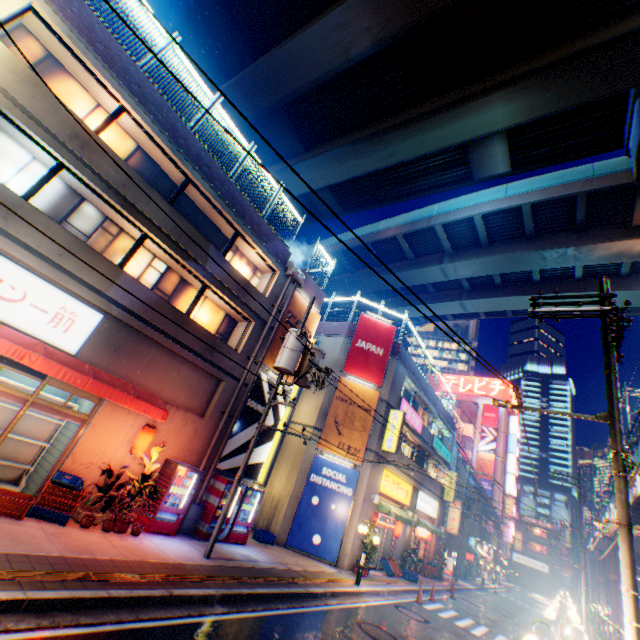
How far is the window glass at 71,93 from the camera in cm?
926

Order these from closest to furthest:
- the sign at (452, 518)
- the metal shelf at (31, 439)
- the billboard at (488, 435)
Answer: the metal shelf at (31, 439)
the sign at (452, 518)
the billboard at (488, 435)

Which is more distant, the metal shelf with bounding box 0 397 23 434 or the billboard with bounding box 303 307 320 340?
the billboard with bounding box 303 307 320 340

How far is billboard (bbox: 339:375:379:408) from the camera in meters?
19.1

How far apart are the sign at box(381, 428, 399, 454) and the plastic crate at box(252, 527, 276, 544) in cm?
716

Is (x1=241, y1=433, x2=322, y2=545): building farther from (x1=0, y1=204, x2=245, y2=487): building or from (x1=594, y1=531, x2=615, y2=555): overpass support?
(x1=594, y1=531, x2=615, y2=555): overpass support

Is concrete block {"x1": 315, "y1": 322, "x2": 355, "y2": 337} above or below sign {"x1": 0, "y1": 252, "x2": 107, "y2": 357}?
above

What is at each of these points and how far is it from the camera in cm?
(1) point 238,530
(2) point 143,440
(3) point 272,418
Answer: (1) vending machine, 1279
(2) street lamp, 1007
(3) billboard, 1529
